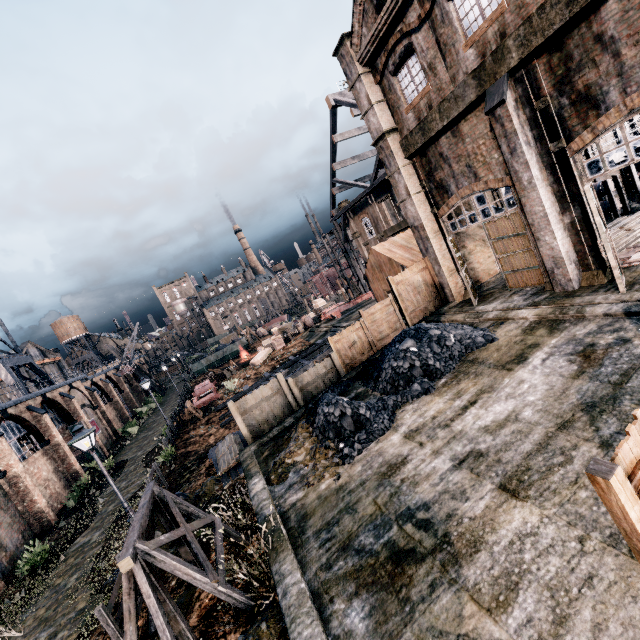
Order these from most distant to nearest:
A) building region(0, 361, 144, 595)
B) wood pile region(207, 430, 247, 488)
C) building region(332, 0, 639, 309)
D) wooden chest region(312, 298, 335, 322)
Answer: wooden chest region(312, 298, 335, 322) < building region(0, 361, 144, 595) < wood pile region(207, 430, 247, 488) < building region(332, 0, 639, 309)

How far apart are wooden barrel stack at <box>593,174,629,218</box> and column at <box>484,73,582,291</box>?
10.1m

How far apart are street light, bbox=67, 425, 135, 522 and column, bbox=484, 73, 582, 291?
19.2 meters

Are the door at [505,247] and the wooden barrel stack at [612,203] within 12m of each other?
yes

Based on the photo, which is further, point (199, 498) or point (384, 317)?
point (384, 317)

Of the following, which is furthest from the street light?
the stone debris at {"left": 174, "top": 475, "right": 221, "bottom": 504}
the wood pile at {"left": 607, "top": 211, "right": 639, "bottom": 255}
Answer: the wood pile at {"left": 607, "top": 211, "right": 639, "bottom": 255}

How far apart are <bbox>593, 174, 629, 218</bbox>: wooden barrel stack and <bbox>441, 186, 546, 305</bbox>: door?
9.35m

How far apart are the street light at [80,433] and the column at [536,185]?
19.17m
